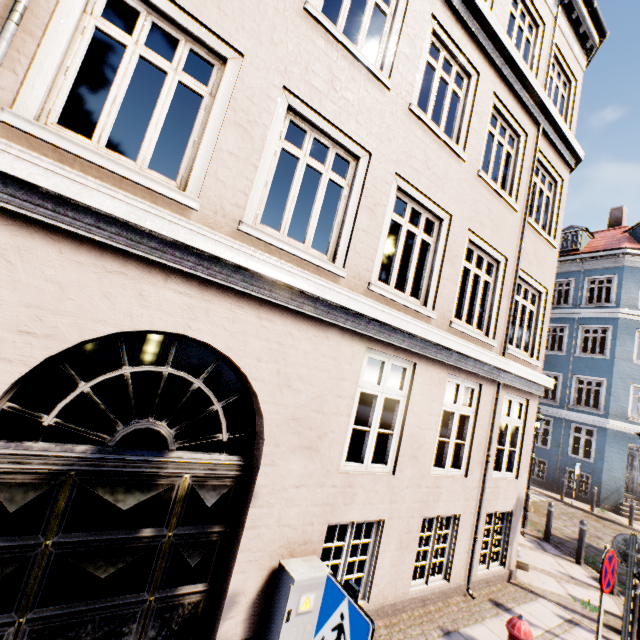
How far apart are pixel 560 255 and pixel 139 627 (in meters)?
25.34

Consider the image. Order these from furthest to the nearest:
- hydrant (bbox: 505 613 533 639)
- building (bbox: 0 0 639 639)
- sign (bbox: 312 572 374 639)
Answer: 1. hydrant (bbox: 505 613 533 639)
2. building (bbox: 0 0 639 639)
3. sign (bbox: 312 572 374 639)

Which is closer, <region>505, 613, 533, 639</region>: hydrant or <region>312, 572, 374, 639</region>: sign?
<region>312, 572, 374, 639</region>: sign

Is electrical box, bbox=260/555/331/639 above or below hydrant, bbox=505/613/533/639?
below

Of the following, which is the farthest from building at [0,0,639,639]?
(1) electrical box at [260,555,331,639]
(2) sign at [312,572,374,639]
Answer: (1) electrical box at [260,555,331,639]

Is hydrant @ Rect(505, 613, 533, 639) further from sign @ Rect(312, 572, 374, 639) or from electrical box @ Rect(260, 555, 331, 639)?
sign @ Rect(312, 572, 374, 639)

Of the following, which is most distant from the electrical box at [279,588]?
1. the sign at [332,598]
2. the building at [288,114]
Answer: the building at [288,114]

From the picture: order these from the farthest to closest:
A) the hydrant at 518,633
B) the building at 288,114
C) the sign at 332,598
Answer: the hydrant at 518,633, the building at 288,114, the sign at 332,598
